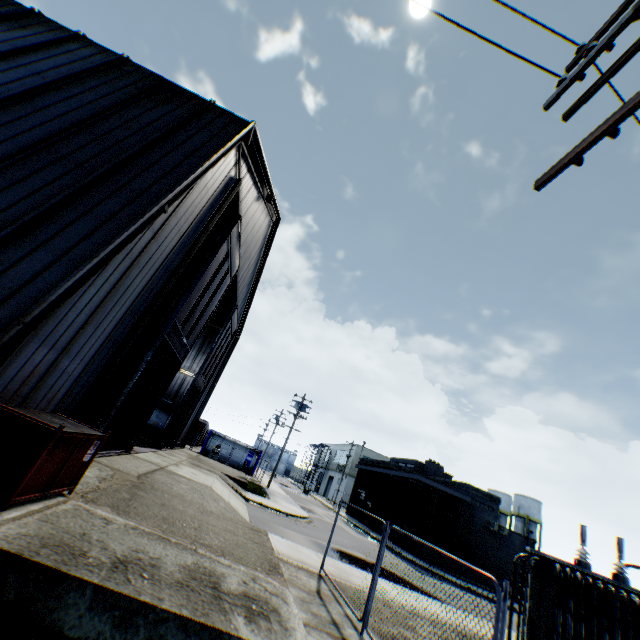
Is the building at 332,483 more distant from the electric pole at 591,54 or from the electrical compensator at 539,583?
the electric pole at 591,54

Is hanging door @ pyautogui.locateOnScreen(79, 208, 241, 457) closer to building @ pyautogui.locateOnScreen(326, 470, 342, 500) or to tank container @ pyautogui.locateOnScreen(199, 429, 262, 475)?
tank container @ pyautogui.locateOnScreen(199, 429, 262, 475)

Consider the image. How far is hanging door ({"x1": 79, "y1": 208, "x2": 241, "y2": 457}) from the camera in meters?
11.1

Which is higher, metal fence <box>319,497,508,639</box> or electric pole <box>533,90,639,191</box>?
electric pole <box>533,90,639,191</box>

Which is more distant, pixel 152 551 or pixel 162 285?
pixel 162 285

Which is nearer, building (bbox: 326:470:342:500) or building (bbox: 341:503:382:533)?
building (bbox: 341:503:382:533)

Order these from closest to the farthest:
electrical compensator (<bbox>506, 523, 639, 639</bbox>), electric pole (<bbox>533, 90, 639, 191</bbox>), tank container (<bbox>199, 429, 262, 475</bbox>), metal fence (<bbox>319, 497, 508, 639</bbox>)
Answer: electric pole (<bbox>533, 90, 639, 191</bbox>), metal fence (<bbox>319, 497, 508, 639</bbox>), electrical compensator (<bbox>506, 523, 639, 639</bbox>), tank container (<bbox>199, 429, 262, 475</bbox>)

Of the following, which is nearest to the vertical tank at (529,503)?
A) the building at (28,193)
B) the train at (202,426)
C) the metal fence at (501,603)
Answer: the metal fence at (501,603)
